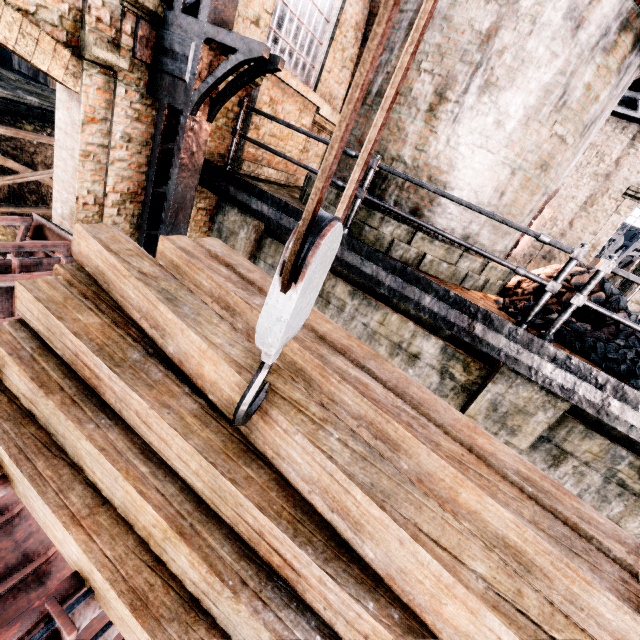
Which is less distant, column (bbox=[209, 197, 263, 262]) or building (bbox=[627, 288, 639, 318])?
column (bbox=[209, 197, 263, 262])

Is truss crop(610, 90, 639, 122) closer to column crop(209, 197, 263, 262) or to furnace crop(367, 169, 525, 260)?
furnace crop(367, 169, 525, 260)

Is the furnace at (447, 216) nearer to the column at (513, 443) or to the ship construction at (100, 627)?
the column at (513, 443)

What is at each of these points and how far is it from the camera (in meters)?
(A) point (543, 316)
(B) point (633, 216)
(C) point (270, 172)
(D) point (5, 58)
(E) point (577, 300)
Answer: (A) coal pile, 4.91
(B) door, 11.70
(C) building, 7.29
(D) crane, 21.39
(E) metal railing, 4.00

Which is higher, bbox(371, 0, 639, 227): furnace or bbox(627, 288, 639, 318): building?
bbox(371, 0, 639, 227): furnace

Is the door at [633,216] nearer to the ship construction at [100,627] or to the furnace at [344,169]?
the furnace at [344,169]

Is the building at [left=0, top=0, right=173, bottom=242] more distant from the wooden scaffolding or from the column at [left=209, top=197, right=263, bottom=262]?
the wooden scaffolding

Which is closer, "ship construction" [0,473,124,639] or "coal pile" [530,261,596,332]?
"ship construction" [0,473,124,639]
